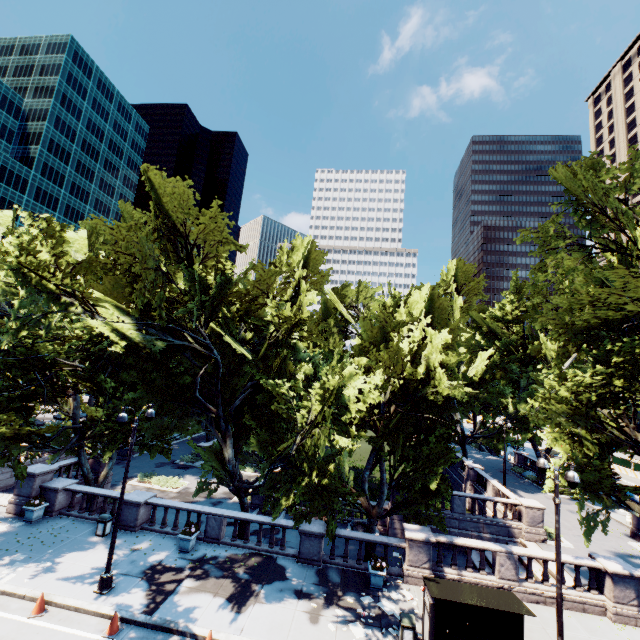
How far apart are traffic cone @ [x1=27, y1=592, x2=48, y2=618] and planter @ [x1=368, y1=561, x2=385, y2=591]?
13.03m

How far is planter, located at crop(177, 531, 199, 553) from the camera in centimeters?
1647cm

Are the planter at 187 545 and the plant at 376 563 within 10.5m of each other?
yes

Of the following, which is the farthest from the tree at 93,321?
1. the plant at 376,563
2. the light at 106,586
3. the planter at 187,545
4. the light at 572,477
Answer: the light at 572,477

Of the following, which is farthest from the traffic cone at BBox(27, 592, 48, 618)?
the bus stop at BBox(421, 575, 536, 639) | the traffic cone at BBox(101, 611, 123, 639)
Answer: the bus stop at BBox(421, 575, 536, 639)

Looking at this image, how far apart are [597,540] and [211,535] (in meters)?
27.30

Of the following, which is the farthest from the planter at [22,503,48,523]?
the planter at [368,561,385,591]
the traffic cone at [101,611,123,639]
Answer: the planter at [368,561,385,591]

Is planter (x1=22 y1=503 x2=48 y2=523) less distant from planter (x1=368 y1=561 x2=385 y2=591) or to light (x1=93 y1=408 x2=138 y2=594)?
light (x1=93 y1=408 x2=138 y2=594)
